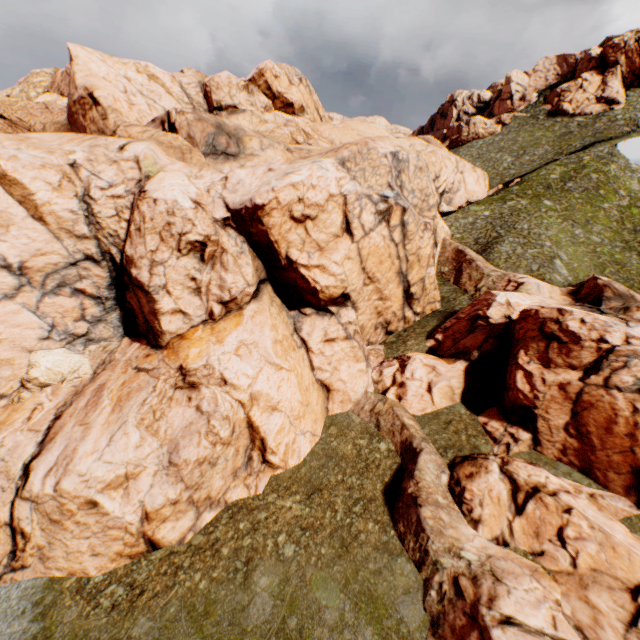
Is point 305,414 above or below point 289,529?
above
